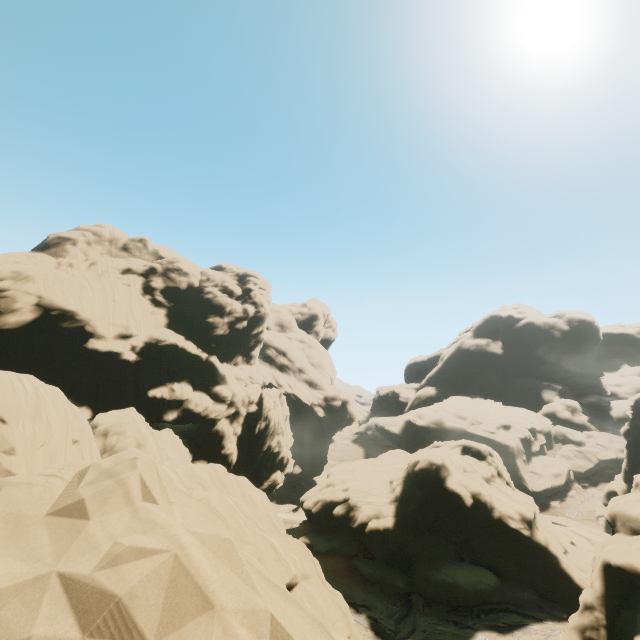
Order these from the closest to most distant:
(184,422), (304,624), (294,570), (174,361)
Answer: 1. (304,624)
2. (294,570)
3. (184,422)
4. (174,361)
